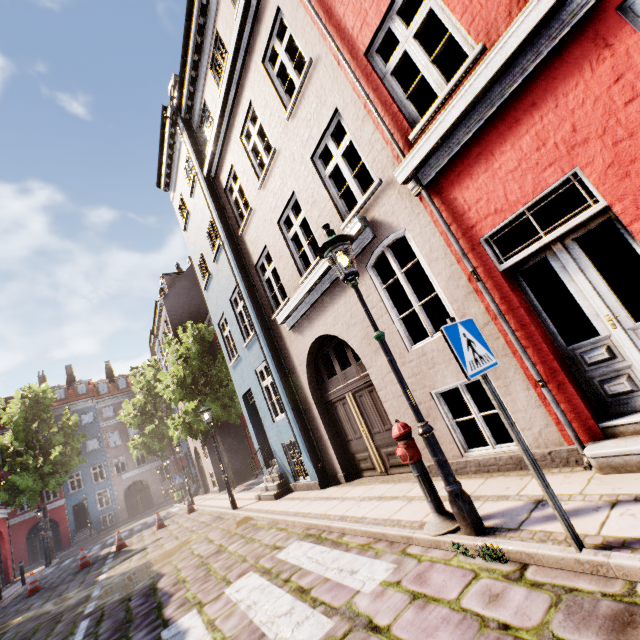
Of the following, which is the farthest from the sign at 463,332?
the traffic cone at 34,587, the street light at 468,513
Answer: the traffic cone at 34,587

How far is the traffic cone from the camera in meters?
12.6 m

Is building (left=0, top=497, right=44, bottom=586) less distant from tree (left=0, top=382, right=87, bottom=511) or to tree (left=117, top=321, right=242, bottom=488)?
tree (left=0, top=382, right=87, bottom=511)

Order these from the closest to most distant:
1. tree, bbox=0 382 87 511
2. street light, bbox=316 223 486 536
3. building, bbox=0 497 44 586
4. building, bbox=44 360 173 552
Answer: street light, bbox=316 223 486 536 → building, bbox=0 497 44 586 → tree, bbox=0 382 87 511 → building, bbox=44 360 173 552

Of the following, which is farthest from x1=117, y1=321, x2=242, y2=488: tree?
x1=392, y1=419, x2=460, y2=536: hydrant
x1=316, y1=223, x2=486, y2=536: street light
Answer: x1=392, y1=419, x2=460, y2=536: hydrant

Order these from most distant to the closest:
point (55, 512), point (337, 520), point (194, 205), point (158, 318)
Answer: point (55, 512)
point (158, 318)
point (194, 205)
point (337, 520)

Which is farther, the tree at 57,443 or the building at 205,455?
the tree at 57,443

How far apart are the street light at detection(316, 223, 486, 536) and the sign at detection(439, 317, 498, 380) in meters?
1.0 m
